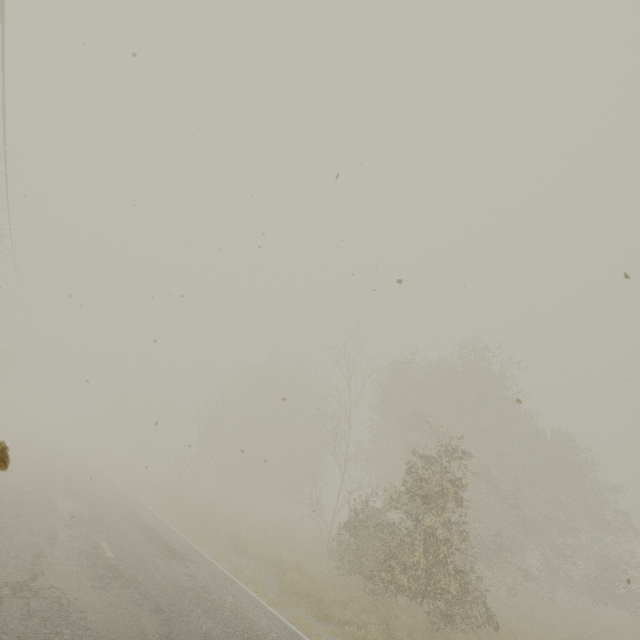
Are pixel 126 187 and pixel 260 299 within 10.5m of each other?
yes
